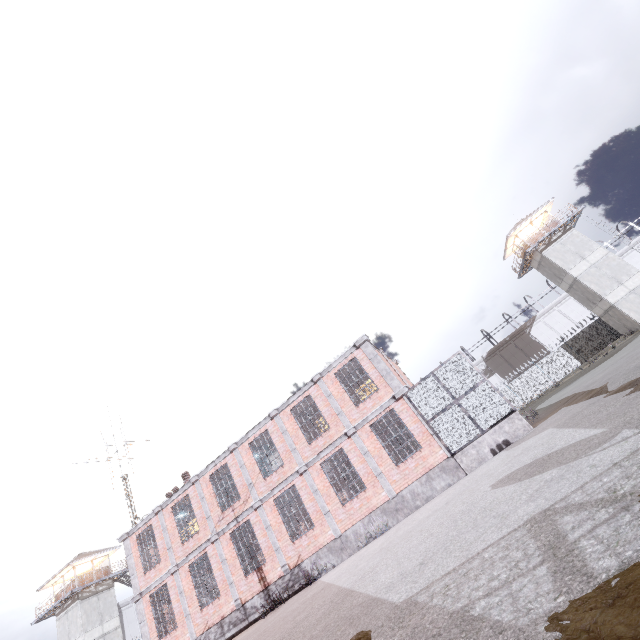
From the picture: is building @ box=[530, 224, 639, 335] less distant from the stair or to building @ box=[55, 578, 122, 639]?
the stair

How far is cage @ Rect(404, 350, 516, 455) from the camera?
12.6m

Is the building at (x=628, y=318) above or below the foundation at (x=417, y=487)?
above

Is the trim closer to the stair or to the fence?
the stair

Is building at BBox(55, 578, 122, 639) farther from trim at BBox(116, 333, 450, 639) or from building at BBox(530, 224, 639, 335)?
building at BBox(530, 224, 639, 335)

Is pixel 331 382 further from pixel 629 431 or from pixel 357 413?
pixel 629 431

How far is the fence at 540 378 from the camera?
35.4 meters

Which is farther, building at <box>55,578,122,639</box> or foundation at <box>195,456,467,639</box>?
building at <box>55,578,122,639</box>
